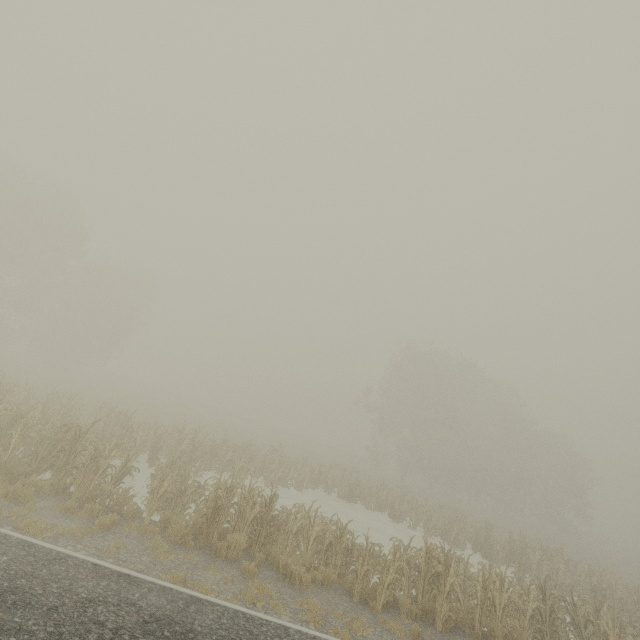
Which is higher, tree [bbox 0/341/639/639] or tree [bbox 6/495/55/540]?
tree [bbox 0/341/639/639]

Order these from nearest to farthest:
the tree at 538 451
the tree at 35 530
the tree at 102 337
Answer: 1. the tree at 35 530
2. the tree at 538 451
3. the tree at 102 337

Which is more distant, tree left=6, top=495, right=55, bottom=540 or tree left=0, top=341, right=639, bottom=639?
tree left=0, top=341, right=639, bottom=639

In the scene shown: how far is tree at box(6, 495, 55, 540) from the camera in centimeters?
700cm

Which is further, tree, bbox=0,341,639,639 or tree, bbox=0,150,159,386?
tree, bbox=0,150,159,386

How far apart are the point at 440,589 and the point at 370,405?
30.23m

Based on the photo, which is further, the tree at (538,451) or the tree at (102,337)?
the tree at (102,337)

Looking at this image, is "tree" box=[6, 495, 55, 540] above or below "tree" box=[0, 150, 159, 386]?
below
